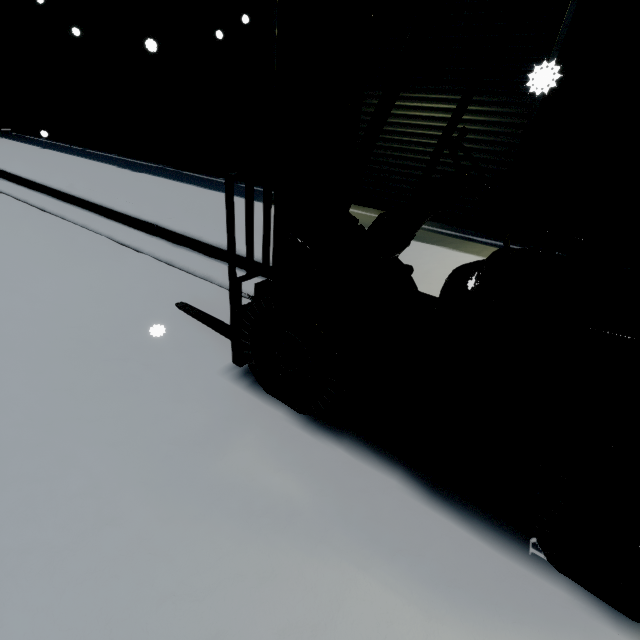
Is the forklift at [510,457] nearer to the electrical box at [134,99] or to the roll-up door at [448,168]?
the roll-up door at [448,168]

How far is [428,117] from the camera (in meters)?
5.77

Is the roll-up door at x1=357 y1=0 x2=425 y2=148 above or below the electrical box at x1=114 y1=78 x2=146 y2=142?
above

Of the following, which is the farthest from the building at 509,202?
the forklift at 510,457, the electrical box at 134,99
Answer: the forklift at 510,457

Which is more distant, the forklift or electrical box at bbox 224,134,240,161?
electrical box at bbox 224,134,240,161

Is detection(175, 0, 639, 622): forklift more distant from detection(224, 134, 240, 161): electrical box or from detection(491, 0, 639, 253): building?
detection(491, 0, 639, 253): building

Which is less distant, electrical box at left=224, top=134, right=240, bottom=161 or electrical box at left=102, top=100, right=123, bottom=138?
electrical box at left=224, top=134, right=240, bottom=161

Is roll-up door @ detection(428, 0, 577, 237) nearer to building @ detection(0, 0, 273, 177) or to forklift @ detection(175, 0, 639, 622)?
building @ detection(0, 0, 273, 177)
